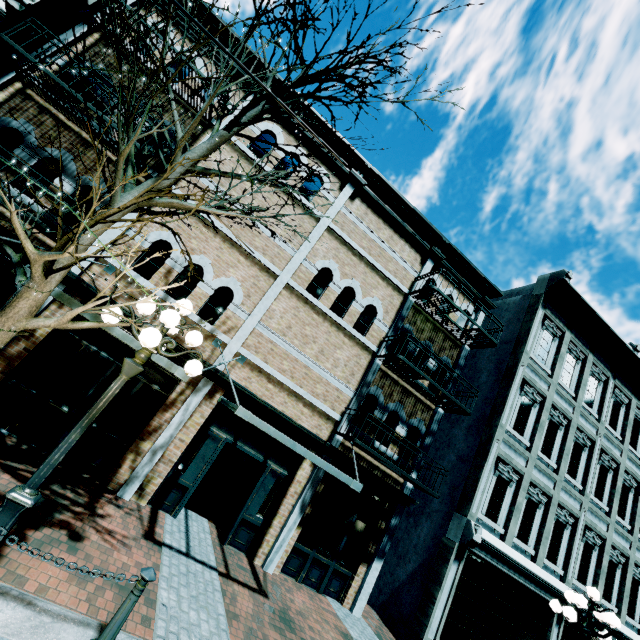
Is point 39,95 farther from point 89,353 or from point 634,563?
point 634,563

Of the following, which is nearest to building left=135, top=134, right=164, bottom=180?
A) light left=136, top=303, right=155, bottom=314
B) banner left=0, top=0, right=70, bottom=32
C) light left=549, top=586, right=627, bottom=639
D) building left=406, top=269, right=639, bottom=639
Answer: banner left=0, top=0, right=70, bottom=32

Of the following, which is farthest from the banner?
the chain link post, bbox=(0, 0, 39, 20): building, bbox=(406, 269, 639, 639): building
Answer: bbox=(406, 269, 639, 639): building

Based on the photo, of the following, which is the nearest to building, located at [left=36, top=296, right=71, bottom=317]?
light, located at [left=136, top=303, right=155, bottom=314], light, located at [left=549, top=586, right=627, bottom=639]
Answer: light, located at [left=549, top=586, right=627, bottom=639]

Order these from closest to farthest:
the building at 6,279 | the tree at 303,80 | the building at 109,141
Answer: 1. the tree at 303,80
2. the building at 6,279
3. the building at 109,141

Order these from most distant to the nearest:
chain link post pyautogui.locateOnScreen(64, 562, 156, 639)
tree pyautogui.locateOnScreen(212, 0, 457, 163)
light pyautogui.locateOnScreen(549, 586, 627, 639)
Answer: light pyautogui.locateOnScreen(549, 586, 627, 639) < tree pyautogui.locateOnScreen(212, 0, 457, 163) < chain link post pyautogui.locateOnScreen(64, 562, 156, 639)

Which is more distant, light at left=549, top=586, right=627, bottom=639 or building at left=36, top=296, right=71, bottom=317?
building at left=36, top=296, right=71, bottom=317

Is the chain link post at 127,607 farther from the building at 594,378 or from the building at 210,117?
the building at 594,378
